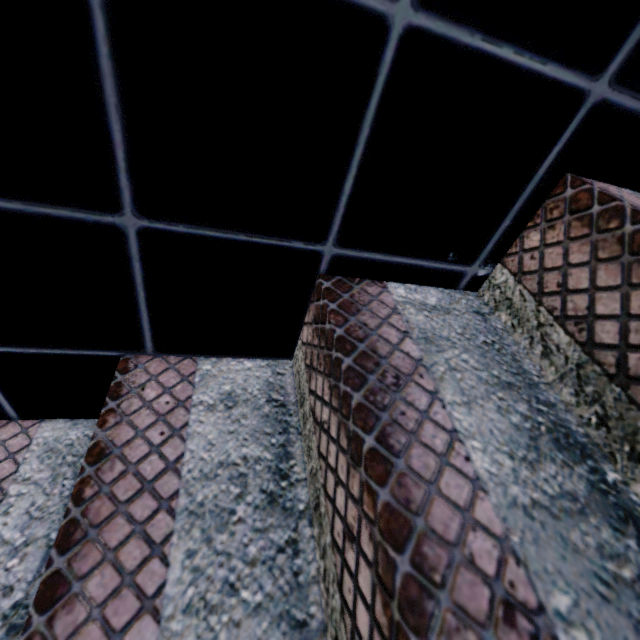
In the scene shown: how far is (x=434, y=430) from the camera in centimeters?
40cm
